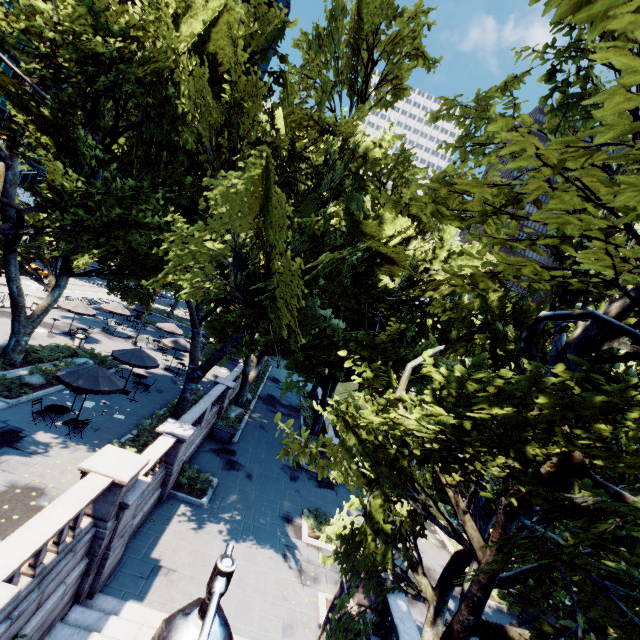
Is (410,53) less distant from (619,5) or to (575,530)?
(619,5)

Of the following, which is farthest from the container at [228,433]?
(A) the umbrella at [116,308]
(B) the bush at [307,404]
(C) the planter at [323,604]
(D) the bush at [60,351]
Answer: (A) the umbrella at [116,308]

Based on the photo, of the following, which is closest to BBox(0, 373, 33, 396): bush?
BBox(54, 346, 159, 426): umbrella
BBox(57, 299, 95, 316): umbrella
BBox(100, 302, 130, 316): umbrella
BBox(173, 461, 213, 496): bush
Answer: BBox(54, 346, 159, 426): umbrella

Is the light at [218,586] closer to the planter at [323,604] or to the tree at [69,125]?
the tree at [69,125]

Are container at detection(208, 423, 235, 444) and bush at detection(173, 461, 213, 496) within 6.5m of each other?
yes

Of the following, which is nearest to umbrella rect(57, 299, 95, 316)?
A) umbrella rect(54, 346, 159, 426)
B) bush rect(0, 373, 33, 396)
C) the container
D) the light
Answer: bush rect(0, 373, 33, 396)

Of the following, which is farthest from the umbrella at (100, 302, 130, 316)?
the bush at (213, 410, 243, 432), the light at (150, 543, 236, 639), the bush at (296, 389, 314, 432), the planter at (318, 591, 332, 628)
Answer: the planter at (318, 591, 332, 628)

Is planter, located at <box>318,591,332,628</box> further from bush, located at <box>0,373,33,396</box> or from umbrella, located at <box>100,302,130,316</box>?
umbrella, located at <box>100,302,130,316</box>
